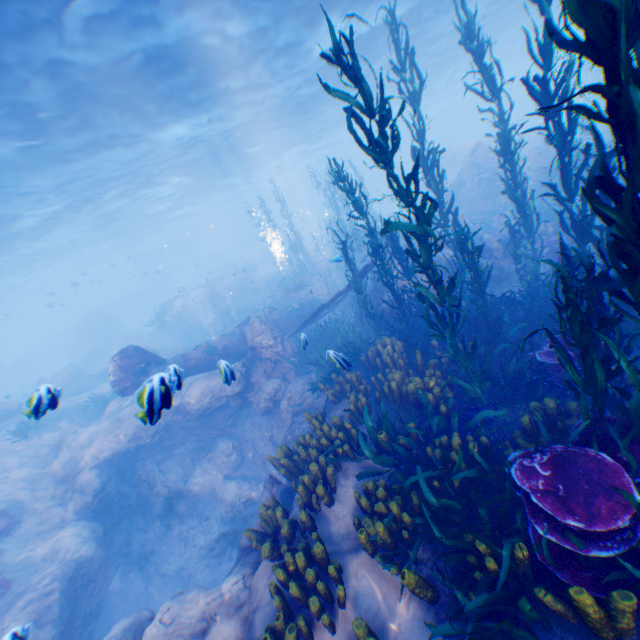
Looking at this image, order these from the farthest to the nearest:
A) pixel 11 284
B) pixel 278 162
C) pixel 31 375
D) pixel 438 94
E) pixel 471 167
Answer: pixel 438 94, pixel 278 162, pixel 11 284, pixel 31 375, pixel 471 167

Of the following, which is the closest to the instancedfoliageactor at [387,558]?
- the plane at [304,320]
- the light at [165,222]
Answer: the plane at [304,320]

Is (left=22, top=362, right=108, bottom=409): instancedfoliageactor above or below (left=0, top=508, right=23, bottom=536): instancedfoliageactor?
above

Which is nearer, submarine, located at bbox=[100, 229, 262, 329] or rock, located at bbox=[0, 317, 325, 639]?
rock, located at bbox=[0, 317, 325, 639]

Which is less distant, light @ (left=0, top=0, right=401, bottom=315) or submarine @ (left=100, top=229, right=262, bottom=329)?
light @ (left=0, top=0, right=401, bottom=315)

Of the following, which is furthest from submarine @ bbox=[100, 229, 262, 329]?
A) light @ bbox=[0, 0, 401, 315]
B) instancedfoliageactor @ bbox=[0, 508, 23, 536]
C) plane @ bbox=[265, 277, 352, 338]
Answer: instancedfoliageactor @ bbox=[0, 508, 23, 536]

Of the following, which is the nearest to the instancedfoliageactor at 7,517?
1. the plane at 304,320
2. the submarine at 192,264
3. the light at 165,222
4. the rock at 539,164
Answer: the rock at 539,164

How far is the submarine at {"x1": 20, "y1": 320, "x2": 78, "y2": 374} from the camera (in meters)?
46.59
